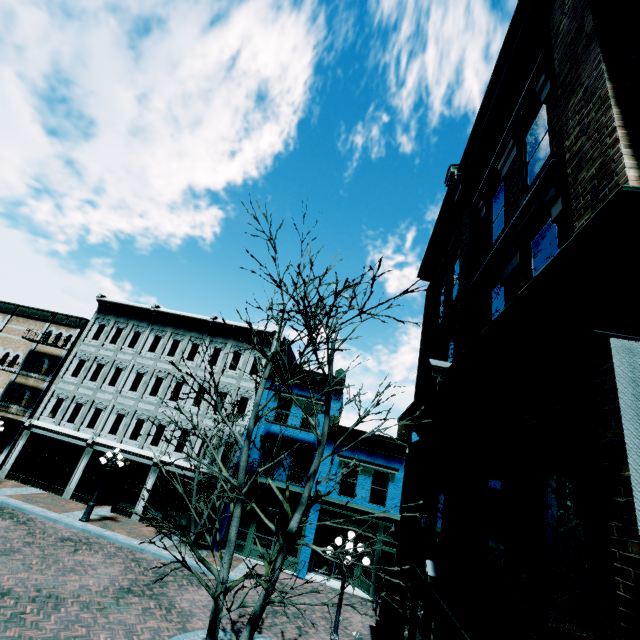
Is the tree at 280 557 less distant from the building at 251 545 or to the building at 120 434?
the building at 251 545

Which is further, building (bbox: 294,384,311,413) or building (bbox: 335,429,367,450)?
building (bbox: 294,384,311,413)

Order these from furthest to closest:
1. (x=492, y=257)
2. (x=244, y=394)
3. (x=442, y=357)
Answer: (x=244, y=394), (x=442, y=357), (x=492, y=257)

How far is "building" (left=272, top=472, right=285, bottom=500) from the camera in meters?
18.1 m

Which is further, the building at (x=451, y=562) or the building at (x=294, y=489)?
the building at (x=294, y=489)

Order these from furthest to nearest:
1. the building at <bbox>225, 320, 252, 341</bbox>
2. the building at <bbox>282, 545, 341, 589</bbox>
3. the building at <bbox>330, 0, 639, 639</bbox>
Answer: the building at <bbox>225, 320, 252, 341</bbox> < the building at <bbox>282, 545, 341, 589</bbox> < the building at <bbox>330, 0, 639, 639</bbox>

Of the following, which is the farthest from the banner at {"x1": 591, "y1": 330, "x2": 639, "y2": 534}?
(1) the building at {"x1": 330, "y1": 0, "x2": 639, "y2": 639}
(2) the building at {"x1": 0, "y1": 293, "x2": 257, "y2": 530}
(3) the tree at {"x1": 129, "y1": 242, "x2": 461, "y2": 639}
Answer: (2) the building at {"x1": 0, "y1": 293, "x2": 257, "y2": 530}
